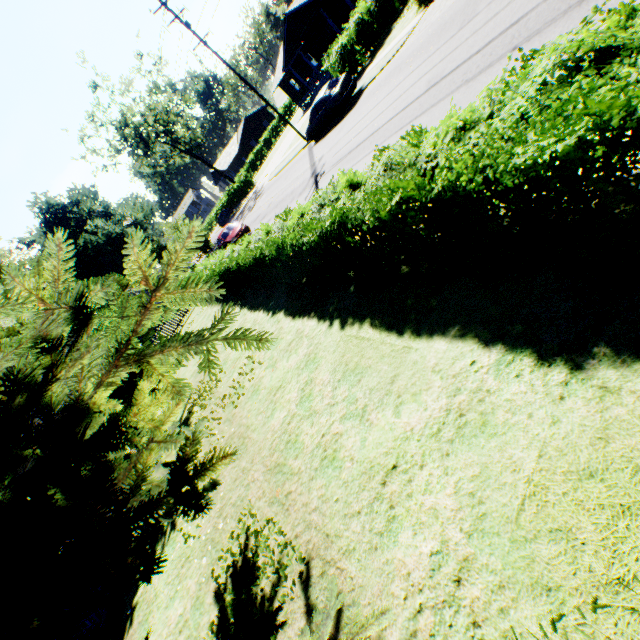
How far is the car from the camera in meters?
18.2

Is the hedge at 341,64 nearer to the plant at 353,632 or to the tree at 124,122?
the plant at 353,632

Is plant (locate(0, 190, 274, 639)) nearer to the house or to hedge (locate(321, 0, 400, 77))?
hedge (locate(321, 0, 400, 77))

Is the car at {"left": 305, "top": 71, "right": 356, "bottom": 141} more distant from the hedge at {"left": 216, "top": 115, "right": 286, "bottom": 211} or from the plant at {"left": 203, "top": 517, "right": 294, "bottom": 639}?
the hedge at {"left": 216, "top": 115, "right": 286, "bottom": 211}

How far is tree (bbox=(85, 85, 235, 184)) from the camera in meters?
41.4

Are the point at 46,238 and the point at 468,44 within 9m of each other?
no

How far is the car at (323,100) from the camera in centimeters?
1825cm

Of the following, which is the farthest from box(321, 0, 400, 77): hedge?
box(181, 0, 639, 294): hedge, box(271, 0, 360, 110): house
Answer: box(181, 0, 639, 294): hedge
